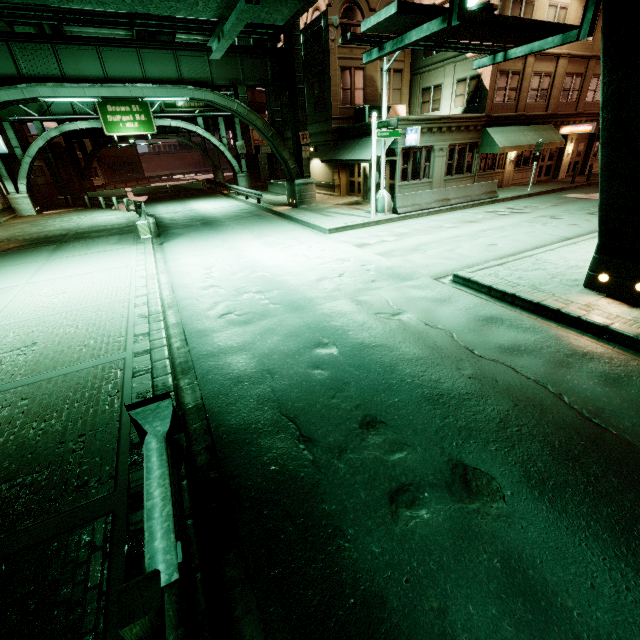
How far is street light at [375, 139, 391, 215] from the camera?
16.58m

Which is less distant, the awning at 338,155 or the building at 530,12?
the building at 530,12

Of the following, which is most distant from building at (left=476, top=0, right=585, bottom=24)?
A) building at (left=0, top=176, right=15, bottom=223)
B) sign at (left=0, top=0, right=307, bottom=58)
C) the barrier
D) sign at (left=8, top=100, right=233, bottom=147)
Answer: building at (left=0, top=176, right=15, bottom=223)

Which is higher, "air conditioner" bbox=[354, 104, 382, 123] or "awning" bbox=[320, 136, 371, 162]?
"air conditioner" bbox=[354, 104, 382, 123]

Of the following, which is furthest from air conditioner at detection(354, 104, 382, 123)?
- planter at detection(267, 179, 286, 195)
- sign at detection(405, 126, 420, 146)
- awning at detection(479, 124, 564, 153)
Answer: planter at detection(267, 179, 286, 195)

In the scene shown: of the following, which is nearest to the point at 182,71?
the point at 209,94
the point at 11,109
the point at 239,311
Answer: the point at 209,94

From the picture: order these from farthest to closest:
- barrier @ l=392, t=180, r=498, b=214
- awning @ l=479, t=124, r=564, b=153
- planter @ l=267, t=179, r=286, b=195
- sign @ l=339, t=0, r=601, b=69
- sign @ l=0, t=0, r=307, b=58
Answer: planter @ l=267, t=179, r=286, b=195
awning @ l=479, t=124, r=564, b=153
barrier @ l=392, t=180, r=498, b=214
sign @ l=339, t=0, r=601, b=69
sign @ l=0, t=0, r=307, b=58

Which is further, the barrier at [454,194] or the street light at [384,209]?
the barrier at [454,194]
